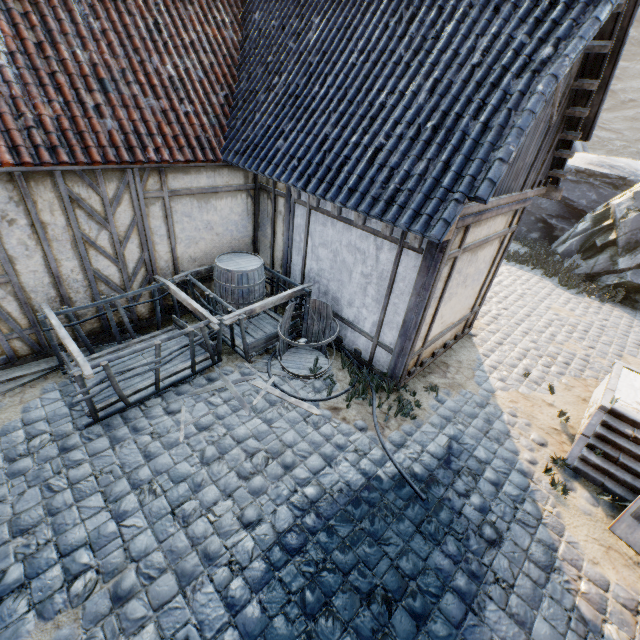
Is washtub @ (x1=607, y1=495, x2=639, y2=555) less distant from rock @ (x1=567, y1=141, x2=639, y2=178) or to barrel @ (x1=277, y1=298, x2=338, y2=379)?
barrel @ (x1=277, y1=298, x2=338, y2=379)

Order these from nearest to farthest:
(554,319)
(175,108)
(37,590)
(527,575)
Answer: (37,590) < (527,575) < (175,108) < (554,319)

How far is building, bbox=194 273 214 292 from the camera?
6.58m

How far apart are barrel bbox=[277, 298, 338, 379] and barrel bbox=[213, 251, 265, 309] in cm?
100

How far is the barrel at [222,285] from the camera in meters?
6.0 m

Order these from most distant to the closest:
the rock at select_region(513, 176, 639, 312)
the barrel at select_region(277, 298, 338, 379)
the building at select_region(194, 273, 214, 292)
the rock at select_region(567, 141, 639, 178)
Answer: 1. the rock at select_region(567, 141, 639, 178)
2. the rock at select_region(513, 176, 639, 312)
3. the building at select_region(194, 273, 214, 292)
4. the barrel at select_region(277, 298, 338, 379)

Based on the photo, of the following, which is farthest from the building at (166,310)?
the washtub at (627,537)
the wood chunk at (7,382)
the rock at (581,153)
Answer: the washtub at (627,537)

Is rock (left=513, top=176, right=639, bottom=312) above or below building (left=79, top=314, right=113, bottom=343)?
above
